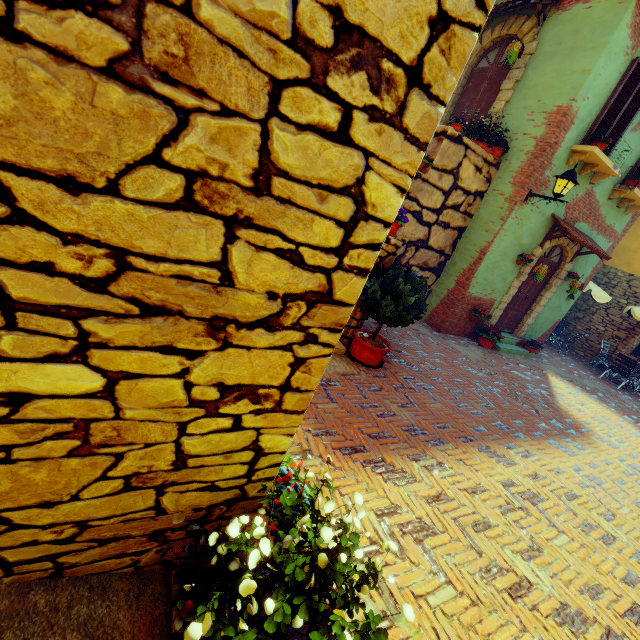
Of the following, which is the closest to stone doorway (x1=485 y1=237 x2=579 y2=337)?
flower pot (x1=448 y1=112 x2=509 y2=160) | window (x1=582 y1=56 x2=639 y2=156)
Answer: window (x1=582 y1=56 x2=639 y2=156)

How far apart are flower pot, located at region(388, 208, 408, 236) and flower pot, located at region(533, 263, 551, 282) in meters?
4.9

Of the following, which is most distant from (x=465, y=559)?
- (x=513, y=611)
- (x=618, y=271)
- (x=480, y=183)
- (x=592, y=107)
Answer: (x=618, y=271)

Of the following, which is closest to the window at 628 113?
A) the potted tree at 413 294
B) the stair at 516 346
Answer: the stair at 516 346

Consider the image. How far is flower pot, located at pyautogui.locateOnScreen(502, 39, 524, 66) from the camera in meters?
6.9

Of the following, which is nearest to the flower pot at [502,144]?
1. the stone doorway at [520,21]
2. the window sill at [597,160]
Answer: the stone doorway at [520,21]

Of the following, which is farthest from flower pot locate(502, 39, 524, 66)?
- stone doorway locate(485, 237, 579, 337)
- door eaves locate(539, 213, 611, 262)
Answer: stone doorway locate(485, 237, 579, 337)

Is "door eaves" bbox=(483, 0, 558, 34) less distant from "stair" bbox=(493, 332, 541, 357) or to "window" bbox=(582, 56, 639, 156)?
"window" bbox=(582, 56, 639, 156)
